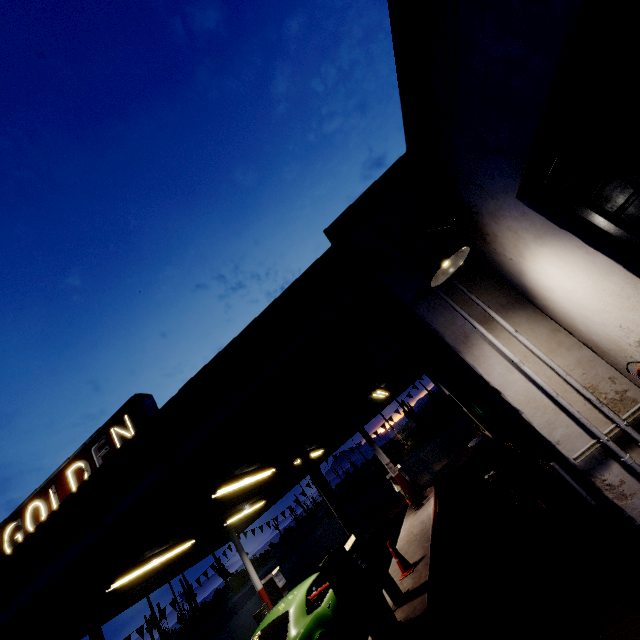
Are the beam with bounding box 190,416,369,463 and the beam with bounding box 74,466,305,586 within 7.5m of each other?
yes

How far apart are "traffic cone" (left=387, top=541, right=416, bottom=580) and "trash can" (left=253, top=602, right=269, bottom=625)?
7.5 meters

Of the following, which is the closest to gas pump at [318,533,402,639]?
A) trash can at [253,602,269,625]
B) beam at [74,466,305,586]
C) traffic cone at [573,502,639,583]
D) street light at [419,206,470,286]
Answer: traffic cone at [573,502,639,583]

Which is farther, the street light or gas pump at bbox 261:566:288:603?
gas pump at bbox 261:566:288:603

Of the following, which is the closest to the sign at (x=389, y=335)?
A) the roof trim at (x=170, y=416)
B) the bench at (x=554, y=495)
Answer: the roof trim at (x=170, y=416)

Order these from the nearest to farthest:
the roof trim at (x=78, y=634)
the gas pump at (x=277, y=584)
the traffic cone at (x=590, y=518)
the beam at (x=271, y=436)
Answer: the traffic cone at (x=590, y=518) < the beam at (x=271, y=436) < the roof trim at (x=78, y=634) < the gas pump at (x=277, y=584)

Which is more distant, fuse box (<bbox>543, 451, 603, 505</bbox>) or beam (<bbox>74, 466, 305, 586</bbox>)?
beam (<bbox>74, 466, 305, 586</bbox>)

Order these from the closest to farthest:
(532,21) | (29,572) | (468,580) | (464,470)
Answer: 1. (532,21)
2. (29,572)
3. (468,580)
4. (464,470)
